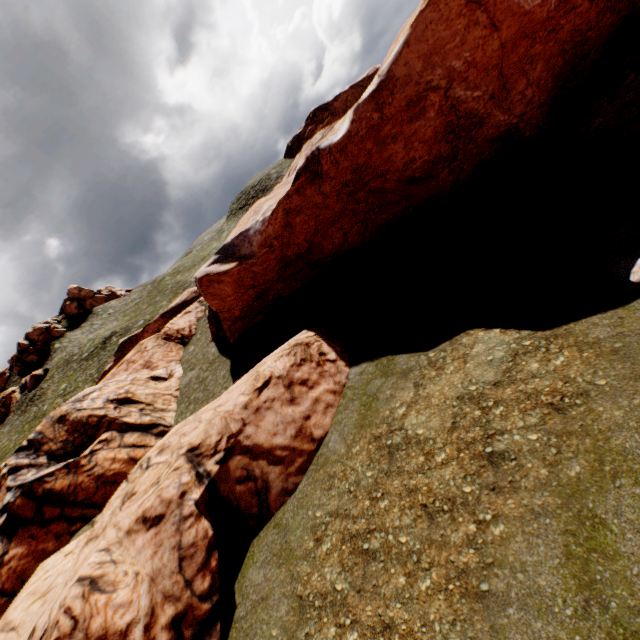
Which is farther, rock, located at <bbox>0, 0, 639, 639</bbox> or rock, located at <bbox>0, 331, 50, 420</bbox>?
rock, located at <bbox>0, 331, 50, 420</bbox>

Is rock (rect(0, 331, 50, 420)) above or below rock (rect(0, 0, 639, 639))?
above

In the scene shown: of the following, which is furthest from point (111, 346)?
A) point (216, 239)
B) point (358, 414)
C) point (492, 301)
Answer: point (492, 301)

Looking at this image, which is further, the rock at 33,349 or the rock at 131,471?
the rock at 33,349

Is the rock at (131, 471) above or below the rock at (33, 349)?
below
